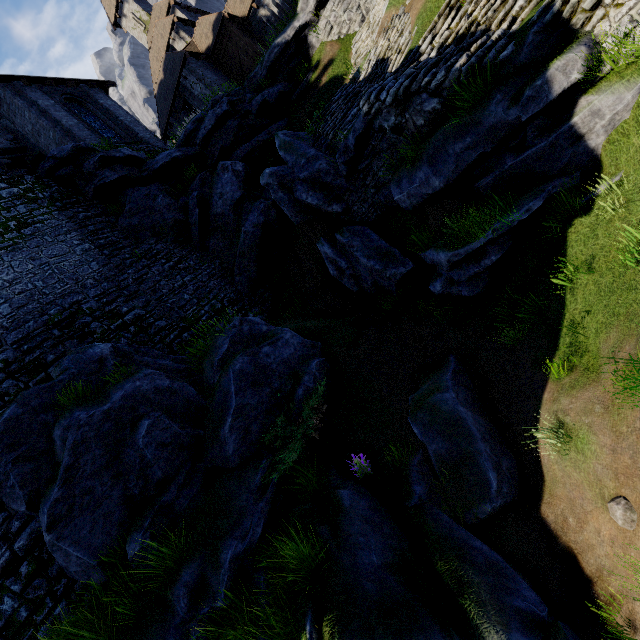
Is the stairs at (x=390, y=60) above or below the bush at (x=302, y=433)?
above

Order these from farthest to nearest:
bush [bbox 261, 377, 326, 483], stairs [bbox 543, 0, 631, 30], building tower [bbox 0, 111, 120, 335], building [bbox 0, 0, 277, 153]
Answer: building [bbox 0, 0, 277, 153], building tower [bbox 0, 111, 120, 335], bush [bbox 261, 377, 326, 483], stairs [bbox 543, 0, 631, 30]

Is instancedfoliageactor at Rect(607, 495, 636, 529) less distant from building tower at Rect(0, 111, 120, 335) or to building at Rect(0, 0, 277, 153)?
building tower at Rect(0, 111, 120, 335)

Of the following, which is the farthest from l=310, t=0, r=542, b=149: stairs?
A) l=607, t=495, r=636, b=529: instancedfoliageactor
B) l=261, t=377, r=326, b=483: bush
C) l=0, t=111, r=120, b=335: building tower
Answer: l=0, t=111, r=120, b=335: building tower

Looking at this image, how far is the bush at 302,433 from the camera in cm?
681

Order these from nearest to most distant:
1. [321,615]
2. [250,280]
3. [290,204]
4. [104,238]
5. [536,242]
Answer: [321,615]
[536,242]
[290,204]
[104,238]
[250,280]

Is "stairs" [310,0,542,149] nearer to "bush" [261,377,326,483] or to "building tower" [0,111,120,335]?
"bush" [261,377,326,483]

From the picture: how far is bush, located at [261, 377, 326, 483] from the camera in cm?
681
